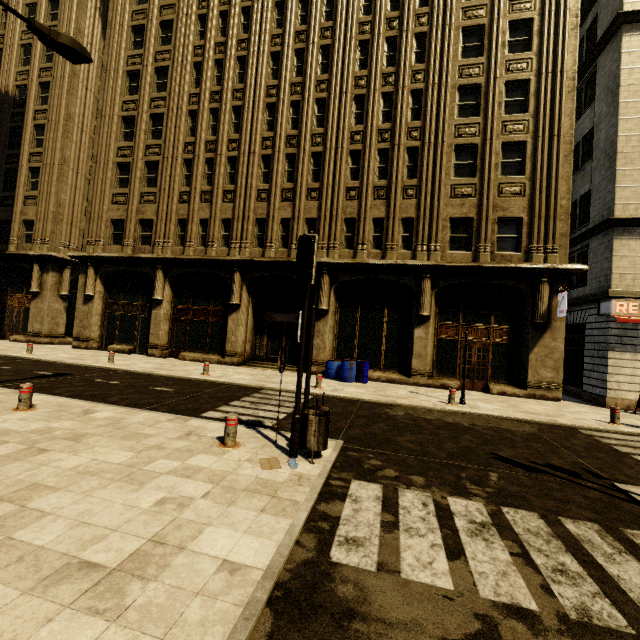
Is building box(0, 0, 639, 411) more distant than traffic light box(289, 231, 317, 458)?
Yes

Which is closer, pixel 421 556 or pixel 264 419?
pixel 421 556

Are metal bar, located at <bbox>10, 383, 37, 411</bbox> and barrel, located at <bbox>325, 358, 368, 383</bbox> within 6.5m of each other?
no

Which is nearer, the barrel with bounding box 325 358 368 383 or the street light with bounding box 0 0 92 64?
the street light with bounding box 0 0 92 64

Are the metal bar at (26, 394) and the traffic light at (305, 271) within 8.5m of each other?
yes

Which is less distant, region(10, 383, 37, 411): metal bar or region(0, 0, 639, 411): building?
region(10, 383, 37, 411): metal bar

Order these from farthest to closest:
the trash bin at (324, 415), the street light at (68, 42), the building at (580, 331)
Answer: the building at (580, 331), the street light at (68, 42), the trash bin at (324, 415)

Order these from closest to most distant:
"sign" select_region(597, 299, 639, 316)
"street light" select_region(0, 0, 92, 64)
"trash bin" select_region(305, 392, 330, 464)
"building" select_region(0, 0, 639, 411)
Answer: "trash bin" select_region(305, 392, 330, 464)
"street light" select_region(0, 0, 92, 64)
"sign" select_region(597, 299, 639, 316)
"building" select_region(0, 0, 639, 411)
